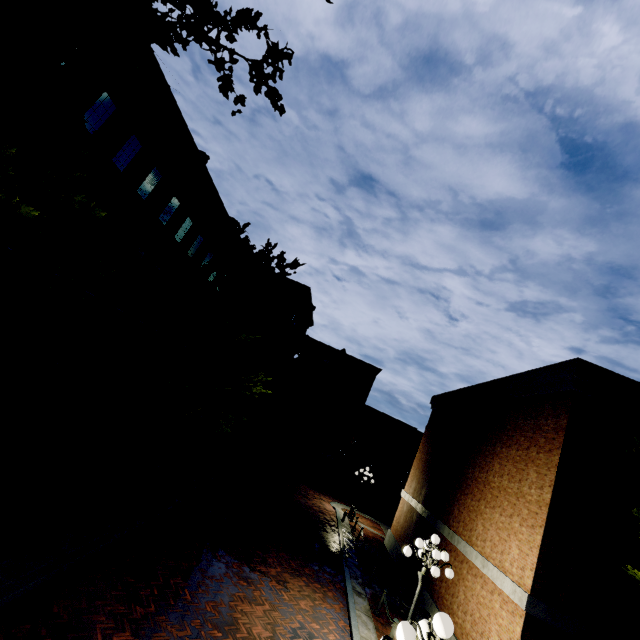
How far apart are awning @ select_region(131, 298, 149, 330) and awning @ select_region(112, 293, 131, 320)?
0.52m

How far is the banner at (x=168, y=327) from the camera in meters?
17.6 m

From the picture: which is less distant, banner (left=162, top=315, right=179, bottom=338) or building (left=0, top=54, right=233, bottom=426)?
building (left=0, top=54, right=233, bottom=426)

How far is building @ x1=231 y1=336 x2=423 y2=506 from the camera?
39.91m

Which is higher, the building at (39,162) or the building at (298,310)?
the building at (298,310)

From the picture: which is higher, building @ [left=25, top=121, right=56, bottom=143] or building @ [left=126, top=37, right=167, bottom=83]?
building @ [left=126, top=37, right=167, bottom=83]

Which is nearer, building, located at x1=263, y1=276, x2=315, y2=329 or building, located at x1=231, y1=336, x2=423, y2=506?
building, located at x1=263, y1=276, x2=315, y2=329

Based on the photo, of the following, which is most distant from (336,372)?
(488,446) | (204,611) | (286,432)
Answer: (204,611)
